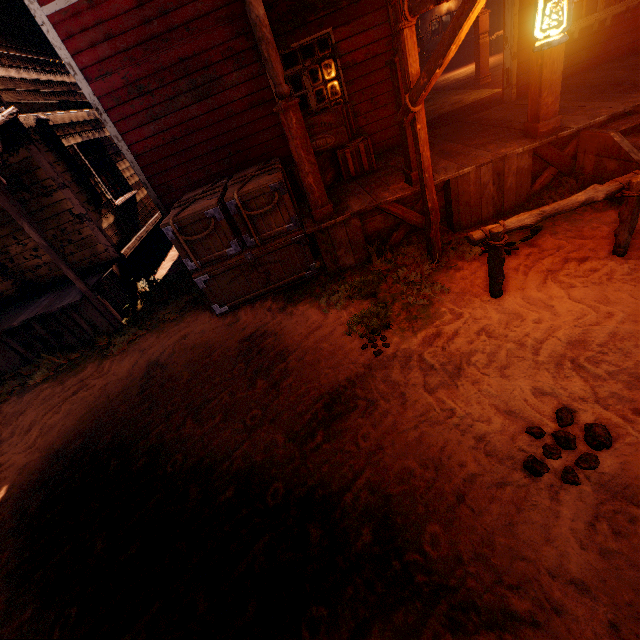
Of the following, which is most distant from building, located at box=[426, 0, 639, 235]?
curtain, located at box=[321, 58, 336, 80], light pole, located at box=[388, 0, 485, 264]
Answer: light pole, located at box=[388, 0, 485, 264]

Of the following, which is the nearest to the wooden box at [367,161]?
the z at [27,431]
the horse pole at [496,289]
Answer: the z at [27,431]

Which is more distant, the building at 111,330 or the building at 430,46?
the building at 430,46

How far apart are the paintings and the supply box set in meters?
1.1

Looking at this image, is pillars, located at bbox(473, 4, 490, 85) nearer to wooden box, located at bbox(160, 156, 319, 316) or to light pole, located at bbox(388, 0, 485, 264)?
wooden box, located at bbox(160, 156, 319, 316)

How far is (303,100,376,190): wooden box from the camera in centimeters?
583cm

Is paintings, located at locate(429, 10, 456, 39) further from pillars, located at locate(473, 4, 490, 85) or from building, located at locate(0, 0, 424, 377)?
pillars, located at locate(473, 4, 490, 85)

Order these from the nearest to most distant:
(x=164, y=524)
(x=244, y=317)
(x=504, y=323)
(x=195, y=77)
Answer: (x=164, y=524)
(x=504, y=323)
(x=244, y=317)
(x=195, y=77)
